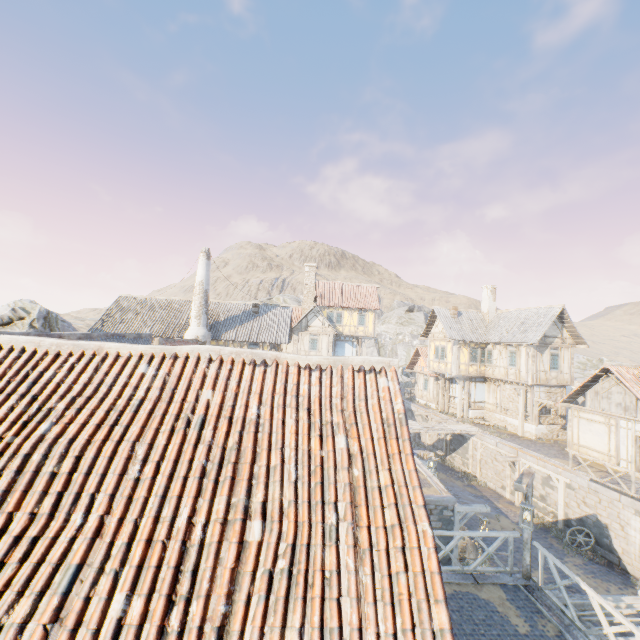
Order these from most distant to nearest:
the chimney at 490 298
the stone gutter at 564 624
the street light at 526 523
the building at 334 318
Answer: the building at 334 318 → the chimney at 490 298 → the street light at 526 523 → the stone gutter at 564 624

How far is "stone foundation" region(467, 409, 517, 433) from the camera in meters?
25.2

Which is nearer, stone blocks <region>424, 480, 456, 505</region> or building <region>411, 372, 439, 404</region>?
stone blocks <region>424, 480, 456, 505</region>

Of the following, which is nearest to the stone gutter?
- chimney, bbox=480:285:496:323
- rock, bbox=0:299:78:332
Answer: rock, bbox=0:299:78:332

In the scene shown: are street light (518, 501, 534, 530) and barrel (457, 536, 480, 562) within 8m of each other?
yes

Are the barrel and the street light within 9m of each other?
yes

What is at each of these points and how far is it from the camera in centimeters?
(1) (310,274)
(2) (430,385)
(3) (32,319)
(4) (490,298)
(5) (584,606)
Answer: (1) chimney, 3628cm
(2) building, 3400cm
(3) rock, 1773cm
(4) chimney, 2992cm
(5) awning, 852cm

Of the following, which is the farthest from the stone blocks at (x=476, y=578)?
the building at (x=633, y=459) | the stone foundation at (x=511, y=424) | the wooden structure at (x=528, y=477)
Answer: the building at (x=633, y=459)
